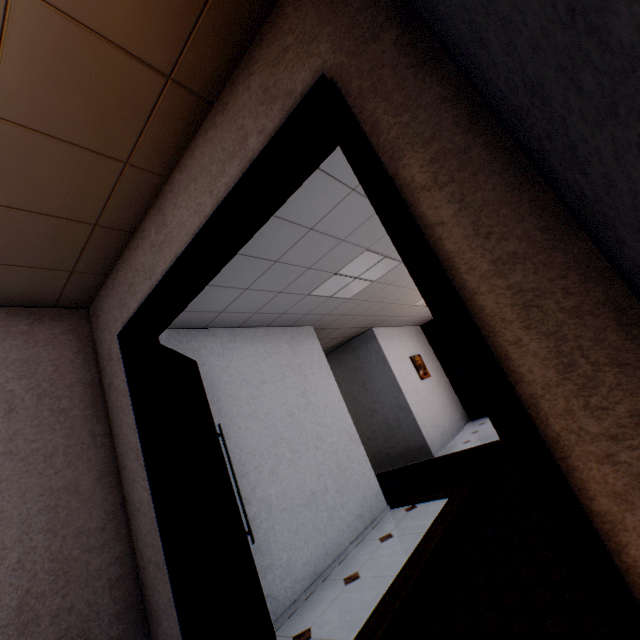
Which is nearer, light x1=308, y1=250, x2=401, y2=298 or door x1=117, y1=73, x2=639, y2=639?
door x1=117, y1=73, x2=639, y2=639

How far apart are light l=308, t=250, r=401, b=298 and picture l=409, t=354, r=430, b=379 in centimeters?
384cm

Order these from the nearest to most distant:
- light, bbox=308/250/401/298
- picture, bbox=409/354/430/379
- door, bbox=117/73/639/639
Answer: door, bbox=117/73/639/639 → light, bbox=308/250/401/298 → picture, bbox=409/354/430/379

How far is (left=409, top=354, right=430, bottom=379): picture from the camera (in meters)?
7.98

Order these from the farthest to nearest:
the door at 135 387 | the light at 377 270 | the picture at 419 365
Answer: the picture at 419 365 → the light at 377 270 → the door at 135 387

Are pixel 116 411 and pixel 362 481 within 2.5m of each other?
no

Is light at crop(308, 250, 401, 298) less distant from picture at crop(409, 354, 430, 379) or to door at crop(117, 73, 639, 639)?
door at crop(117, 73, 639, 639)

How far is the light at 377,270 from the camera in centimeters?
388cm
